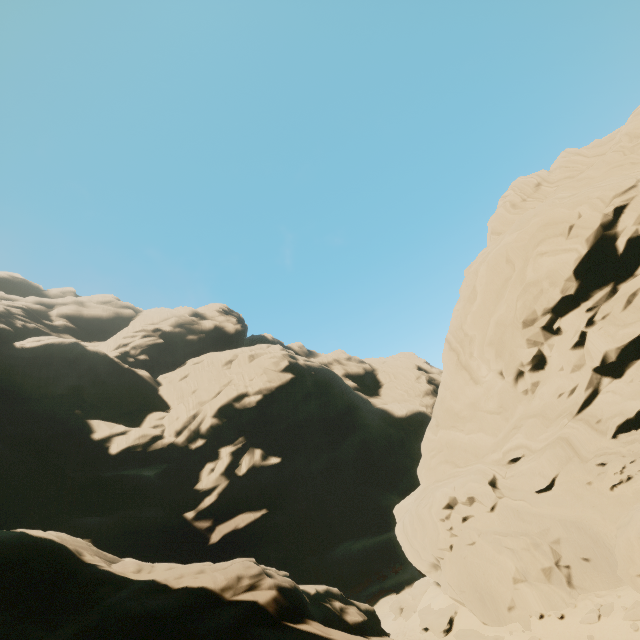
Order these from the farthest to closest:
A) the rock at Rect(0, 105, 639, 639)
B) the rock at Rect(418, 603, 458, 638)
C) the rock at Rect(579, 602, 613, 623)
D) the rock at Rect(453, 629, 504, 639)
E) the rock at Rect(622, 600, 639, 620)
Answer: the rock at Rect(418, 603, 458, 638), the rock at Rect(453, 629, 504, 639), the rock at Rect(579, 602, 613, 623), the rock at Rect(622, 600, 639, 620), the rock at Rect(0, 105, 639, 639)

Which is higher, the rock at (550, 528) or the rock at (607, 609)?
the rock at (550, 528)

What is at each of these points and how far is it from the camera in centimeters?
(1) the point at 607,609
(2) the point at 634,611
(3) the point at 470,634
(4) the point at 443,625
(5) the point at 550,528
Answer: (1) rock, 1298cm
(2) rock, 1201cm
(3) rock, 1644cm
(4) rock, 1811cm
(5) rock, 1563cm

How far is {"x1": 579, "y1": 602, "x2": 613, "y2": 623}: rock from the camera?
12.89m

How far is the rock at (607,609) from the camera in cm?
1289

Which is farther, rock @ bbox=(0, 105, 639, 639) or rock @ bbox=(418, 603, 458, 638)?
rock @ bbox=(418, 603, 458, 638)
